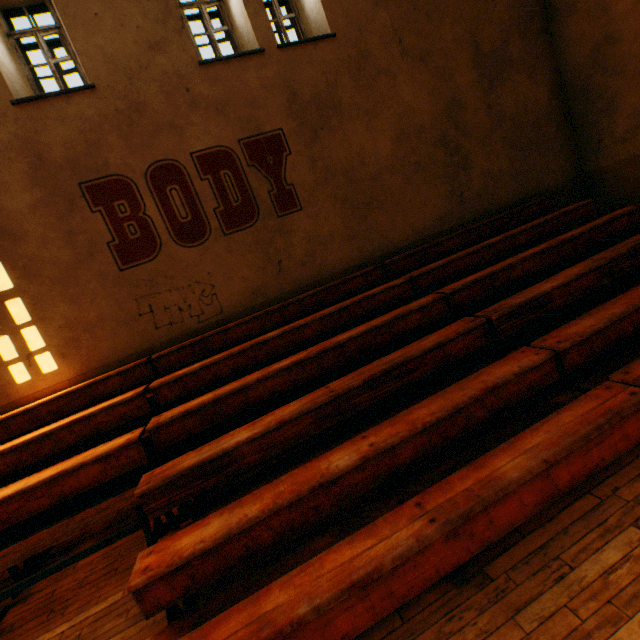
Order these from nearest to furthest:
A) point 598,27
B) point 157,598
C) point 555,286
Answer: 1. point 157,598
2. point 555,286
3. point 598,27
